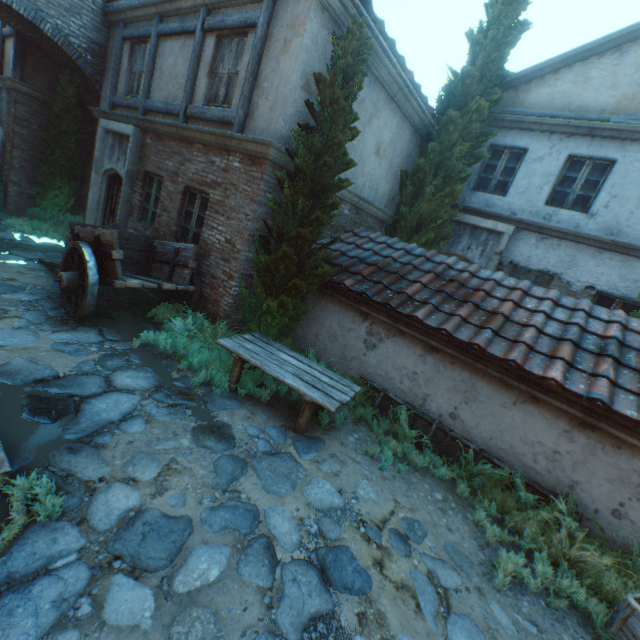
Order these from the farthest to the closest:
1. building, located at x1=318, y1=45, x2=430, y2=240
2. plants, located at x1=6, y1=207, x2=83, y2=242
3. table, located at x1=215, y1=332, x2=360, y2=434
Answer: plants, located at x1=6, y1=207, x2=83, y2=242 < building, located at x1=318, y1=45, x2=430, y2=240 < table, located at x1=215, y1=332, x2=360, y2=434

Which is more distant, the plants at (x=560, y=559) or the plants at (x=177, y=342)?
the plants at (x=177, y=342)

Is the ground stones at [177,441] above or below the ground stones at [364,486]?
below

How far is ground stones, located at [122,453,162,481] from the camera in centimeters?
326cm

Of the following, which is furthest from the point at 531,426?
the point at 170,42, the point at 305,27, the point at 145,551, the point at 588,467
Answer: the point at 170,42

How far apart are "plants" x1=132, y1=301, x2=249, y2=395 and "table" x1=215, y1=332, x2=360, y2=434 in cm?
3

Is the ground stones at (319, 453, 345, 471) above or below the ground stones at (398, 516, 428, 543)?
above

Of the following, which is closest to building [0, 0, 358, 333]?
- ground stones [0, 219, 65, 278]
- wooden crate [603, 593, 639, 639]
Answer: ground stones [0, 219, 65, 278]
